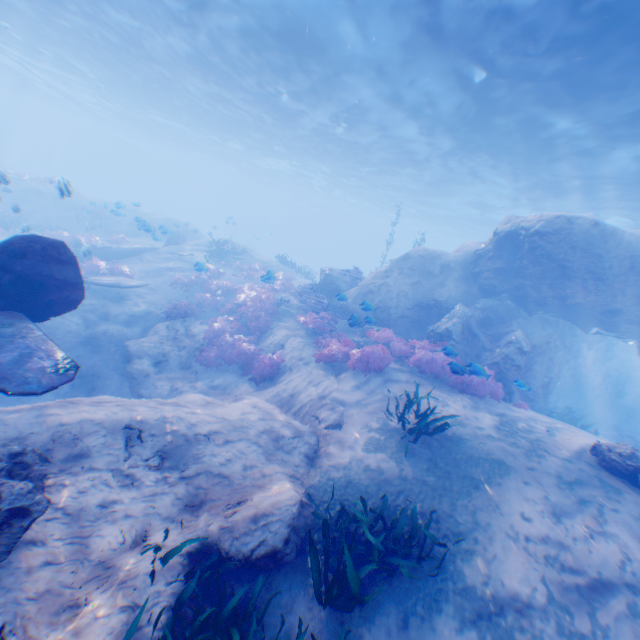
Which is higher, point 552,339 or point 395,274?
point 395,274

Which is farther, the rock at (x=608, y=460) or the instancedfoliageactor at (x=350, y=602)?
the rock at (x=608, y=460)

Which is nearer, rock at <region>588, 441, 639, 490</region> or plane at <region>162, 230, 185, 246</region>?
rock at <region>588, 441, 639, 490</region>

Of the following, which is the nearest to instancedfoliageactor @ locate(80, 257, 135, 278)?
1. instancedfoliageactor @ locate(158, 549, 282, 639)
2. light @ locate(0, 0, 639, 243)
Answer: light @ locate(0, 0, 639, 243)

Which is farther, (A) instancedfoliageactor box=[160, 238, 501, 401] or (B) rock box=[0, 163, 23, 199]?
(B) rock box=[0, 163, 23, 199]

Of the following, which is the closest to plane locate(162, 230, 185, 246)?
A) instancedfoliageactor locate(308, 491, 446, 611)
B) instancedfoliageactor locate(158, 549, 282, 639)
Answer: instancedfoliageactor locate(158, 549, 282, 639)

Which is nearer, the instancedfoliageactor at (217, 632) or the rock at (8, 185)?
the instancedfoliageactor at (217, 632)

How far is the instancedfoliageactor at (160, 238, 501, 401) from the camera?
10.1m
